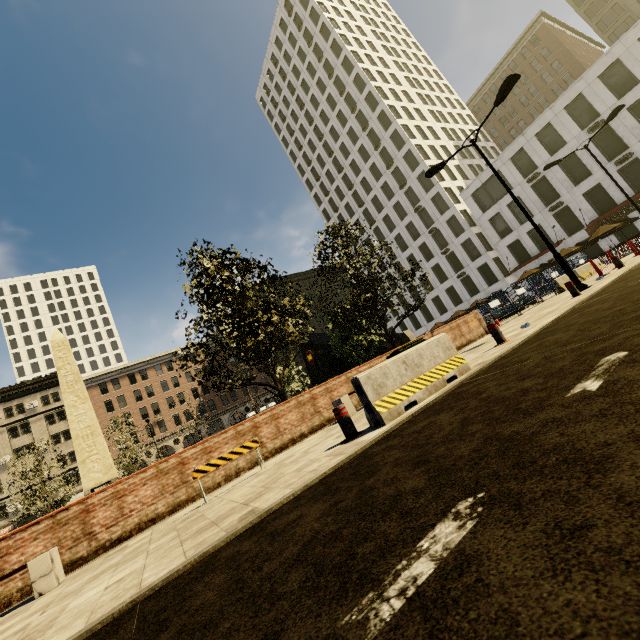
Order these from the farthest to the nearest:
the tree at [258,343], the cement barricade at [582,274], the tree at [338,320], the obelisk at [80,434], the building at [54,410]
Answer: the building at [54,410], the cement barricade at [582,274], the obelisk at [80,434], the tree at [338,320], the tree at [258,343]

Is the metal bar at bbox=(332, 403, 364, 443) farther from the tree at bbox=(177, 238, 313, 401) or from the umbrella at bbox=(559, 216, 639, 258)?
the umbrella at bbox=(559, 216, 639, 258)

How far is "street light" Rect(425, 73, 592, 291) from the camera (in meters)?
11.79

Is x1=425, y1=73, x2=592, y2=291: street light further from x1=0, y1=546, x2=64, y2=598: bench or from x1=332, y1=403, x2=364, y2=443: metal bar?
x1=0, y1=546, x2=64, y2=598: bench

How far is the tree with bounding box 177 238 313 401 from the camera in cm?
1070

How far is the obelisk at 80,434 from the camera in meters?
17.6 m

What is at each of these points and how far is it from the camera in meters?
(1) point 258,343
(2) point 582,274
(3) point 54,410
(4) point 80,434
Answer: (1) tree, 12.1
(2) cement barricade, 20.0
(3) building, 46.0
(4) obelisk, 18.2

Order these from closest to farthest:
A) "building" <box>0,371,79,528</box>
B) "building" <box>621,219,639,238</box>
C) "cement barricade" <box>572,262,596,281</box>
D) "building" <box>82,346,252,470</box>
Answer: "cement barricade" <box>572,262,596,281</box> → "building" <box>621,219,639,238</box> → "building" <box>0,371,79,528</box> → "building" <box>82,346,252,470</box>
